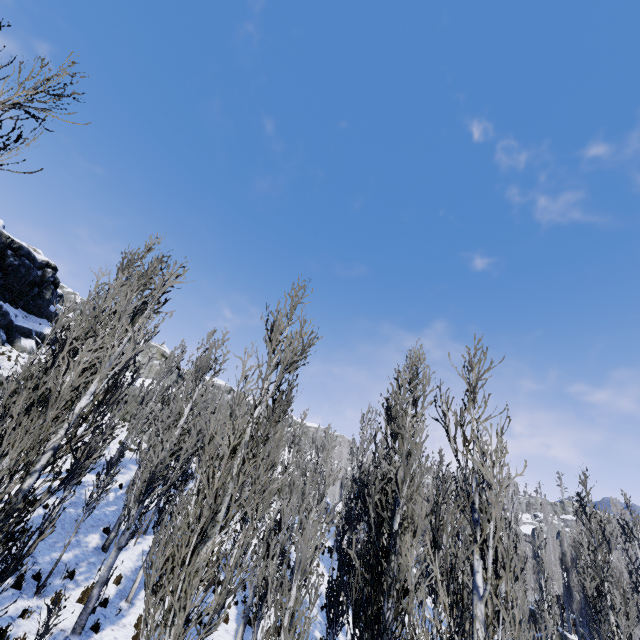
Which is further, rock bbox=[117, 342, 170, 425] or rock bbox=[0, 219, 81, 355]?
rock bbox=[117, 342, 170, 425]

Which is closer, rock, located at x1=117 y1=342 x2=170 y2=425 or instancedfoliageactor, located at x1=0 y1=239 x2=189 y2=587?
instancedfoliageactor, located at x1=0 y1=239 x2=189 y2=587

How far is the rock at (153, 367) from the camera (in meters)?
32.09

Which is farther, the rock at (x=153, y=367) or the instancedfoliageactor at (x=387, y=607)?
the rock at (x=153, y=367)

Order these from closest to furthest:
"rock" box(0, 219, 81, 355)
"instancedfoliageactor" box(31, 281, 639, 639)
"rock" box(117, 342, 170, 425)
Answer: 1. "instancedfoliageactor" box(31, 281, 639, 639)
2. "rock" box(0, 219, 81, 355)
3. "rock" box(117, 342, 170, 425)

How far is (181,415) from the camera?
12.9m

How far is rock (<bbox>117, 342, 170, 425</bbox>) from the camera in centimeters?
3209cm
